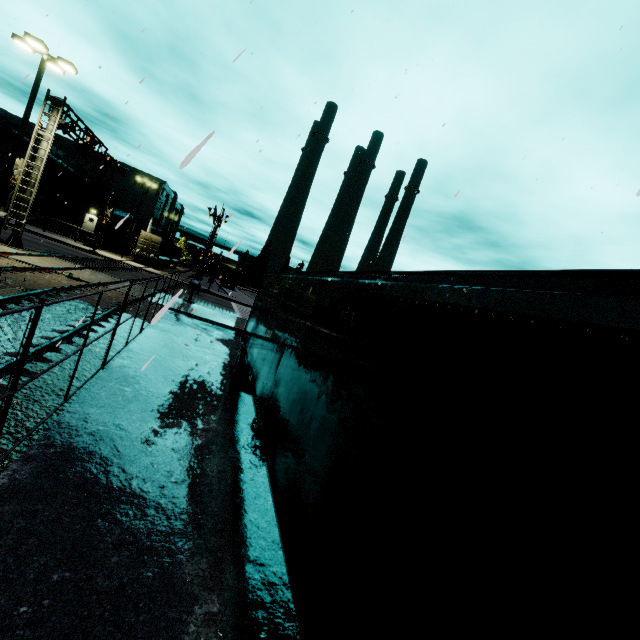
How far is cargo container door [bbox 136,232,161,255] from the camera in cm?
4094

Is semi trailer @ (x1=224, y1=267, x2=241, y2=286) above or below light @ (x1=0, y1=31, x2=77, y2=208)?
below

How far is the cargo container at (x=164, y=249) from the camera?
42.6 meters

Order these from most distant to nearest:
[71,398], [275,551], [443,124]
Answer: [443,124] → [71,398] → [275,551]

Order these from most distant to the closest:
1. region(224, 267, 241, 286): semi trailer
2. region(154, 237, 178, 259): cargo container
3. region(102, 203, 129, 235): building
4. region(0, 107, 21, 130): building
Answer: region(224, 267, 241, 286): semi trailer, region(102, 203, 129, 235): building, region(154, 237, 178, 259): cargo container, region(0, 107, 21, 130): building

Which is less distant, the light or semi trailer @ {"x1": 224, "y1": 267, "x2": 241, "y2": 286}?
the light

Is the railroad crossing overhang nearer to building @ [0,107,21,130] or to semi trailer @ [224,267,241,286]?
semi trailer @ [224,267,241,286]

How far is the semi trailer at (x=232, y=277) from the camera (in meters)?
58.44
